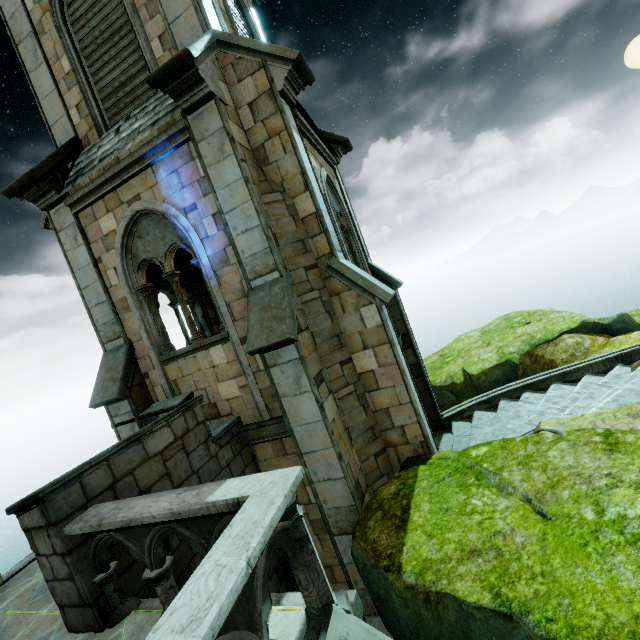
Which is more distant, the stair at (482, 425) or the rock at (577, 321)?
the rock at (577, 321)

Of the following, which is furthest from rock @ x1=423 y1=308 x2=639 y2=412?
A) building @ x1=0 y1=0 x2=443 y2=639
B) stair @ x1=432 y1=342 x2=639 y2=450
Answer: stair @ x1=432 y1=342 x2=639 y2=450

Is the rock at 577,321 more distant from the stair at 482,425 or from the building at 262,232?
the stair at 482,425

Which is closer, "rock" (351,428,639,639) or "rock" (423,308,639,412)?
"rock" (351,428,639,639)

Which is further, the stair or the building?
the stair

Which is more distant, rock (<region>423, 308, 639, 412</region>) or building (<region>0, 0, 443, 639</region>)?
rock (<region>423, 308, 639, 412</region>)

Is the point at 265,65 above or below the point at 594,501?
above

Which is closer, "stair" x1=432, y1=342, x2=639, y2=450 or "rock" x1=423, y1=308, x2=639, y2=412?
"stair" x1=432, y1=342, x2=639, y2=450
